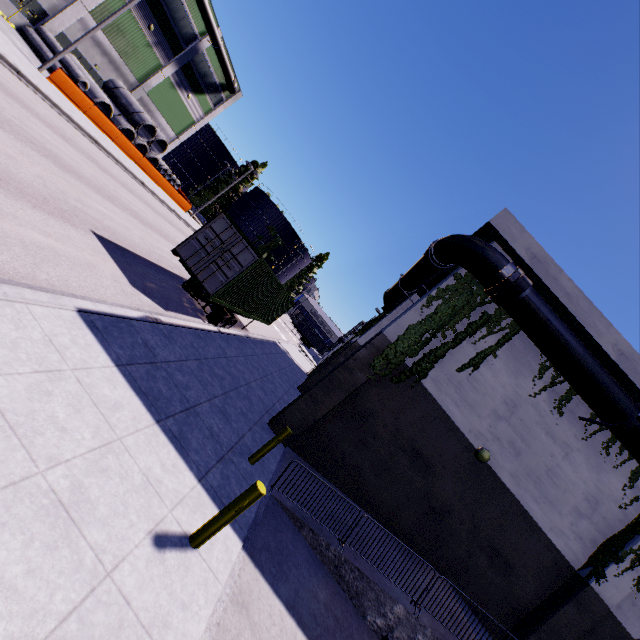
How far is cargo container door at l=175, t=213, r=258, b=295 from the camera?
11.20m

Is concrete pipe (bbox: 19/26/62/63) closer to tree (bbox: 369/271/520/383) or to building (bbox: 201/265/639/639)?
building (bbox: 201/265/639/639)

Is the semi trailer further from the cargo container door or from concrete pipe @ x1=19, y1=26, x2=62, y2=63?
concrete pipe @ x1=19, y1=26, x2=62, y2=63

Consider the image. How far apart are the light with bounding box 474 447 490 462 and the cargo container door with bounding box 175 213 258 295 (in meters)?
9.69

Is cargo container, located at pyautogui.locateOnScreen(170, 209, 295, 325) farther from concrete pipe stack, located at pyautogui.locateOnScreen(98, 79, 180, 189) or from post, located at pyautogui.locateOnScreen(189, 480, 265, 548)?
post, located at pyautogui.locateOnScreen(189, 480, 265, 548)

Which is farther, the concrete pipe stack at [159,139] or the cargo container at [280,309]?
the concrete pipe stack at [159,139]

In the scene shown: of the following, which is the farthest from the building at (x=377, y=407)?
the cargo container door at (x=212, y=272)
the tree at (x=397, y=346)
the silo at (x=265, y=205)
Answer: the cargo container door at (x=212, y=272)

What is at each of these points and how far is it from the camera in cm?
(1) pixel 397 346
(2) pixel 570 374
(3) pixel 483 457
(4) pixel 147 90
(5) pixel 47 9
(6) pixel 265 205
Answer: (1) tree, 1052
(2) pipe, 968
(3) light, 1037
(4) building, 3309
(5) building, 2381
(6) silo, 5875
